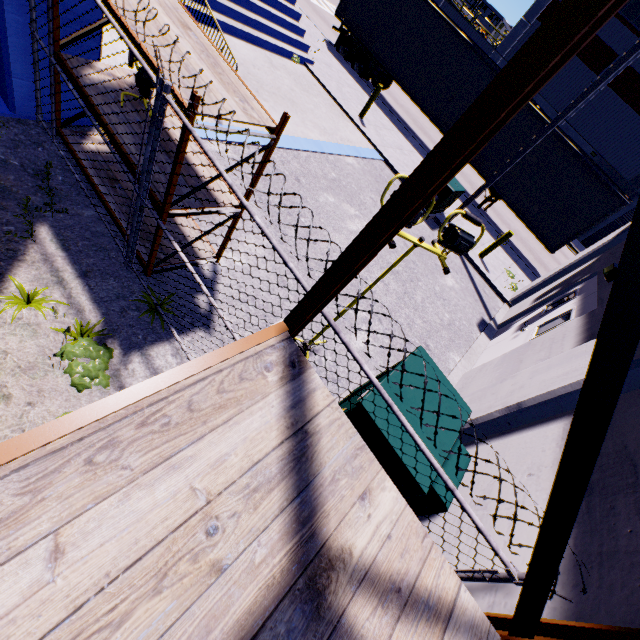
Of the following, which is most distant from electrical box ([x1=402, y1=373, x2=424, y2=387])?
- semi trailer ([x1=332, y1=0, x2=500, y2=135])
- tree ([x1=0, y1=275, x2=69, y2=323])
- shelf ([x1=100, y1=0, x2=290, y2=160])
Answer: semi trailer ([x1=332, y1=0, x2=500, y2=135])

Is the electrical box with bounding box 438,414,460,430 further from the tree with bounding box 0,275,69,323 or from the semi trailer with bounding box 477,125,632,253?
the semi trailer with bounding box 477,125,632,253

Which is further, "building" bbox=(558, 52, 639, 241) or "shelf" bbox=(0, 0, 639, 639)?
"building" bbox=(558, 52, 639, 241)

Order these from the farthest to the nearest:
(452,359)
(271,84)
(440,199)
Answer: (440,199) < (271,84) < (452,359)

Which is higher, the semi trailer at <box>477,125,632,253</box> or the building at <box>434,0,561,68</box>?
the building at <box>434,0,561,68</box>

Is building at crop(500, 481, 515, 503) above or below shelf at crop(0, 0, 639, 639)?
below

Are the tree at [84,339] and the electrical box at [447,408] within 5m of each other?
yes

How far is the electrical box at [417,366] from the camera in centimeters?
326cm
